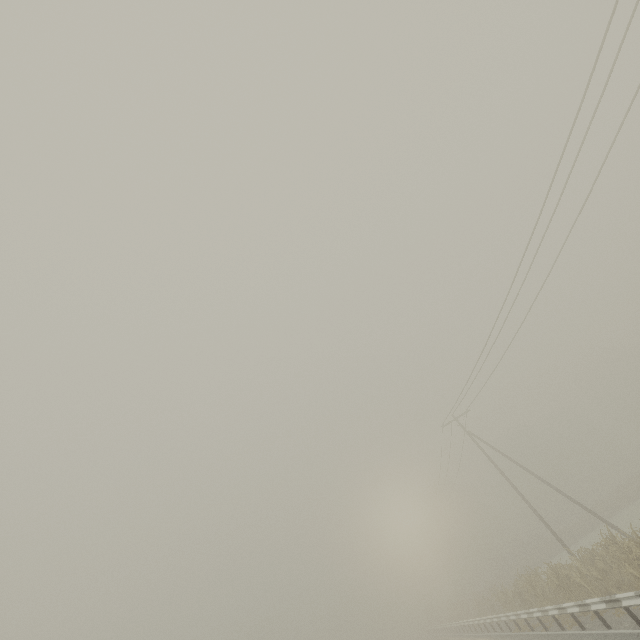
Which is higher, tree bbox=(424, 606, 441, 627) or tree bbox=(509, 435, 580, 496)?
tree bbox=(509, 435, 580, 496)

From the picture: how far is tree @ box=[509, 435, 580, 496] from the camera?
54.7 meters

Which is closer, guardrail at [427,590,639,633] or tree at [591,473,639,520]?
guardrail at [427,590,639,633]

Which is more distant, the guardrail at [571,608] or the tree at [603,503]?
the tree at [603,503]

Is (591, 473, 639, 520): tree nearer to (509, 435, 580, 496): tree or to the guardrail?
(509, 435, 580, 496): tree

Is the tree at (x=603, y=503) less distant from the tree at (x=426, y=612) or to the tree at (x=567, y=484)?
the tree at (x=567, y=484)

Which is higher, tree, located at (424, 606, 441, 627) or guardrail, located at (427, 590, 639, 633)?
tree, located at (424, 606, 441, 627)

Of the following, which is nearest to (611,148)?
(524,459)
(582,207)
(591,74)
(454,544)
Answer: (582,207)
